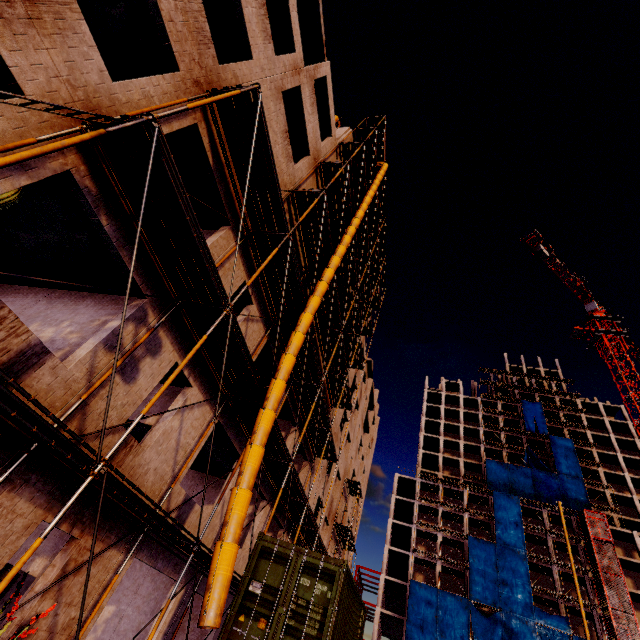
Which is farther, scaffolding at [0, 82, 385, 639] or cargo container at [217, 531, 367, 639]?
cargo container at [217, 531, 367, 639]

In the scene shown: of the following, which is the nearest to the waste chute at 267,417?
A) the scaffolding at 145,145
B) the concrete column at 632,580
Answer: the scaffolding at 145,145

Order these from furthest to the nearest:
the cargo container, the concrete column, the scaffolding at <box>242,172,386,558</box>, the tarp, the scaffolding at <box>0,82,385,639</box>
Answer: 1. the concrete column
2. the tarp
3. the scaffolding at <box>242,172,386,558</box>
4. the cargo container
5. the scaffolding at <box>0,82,385,639</box>

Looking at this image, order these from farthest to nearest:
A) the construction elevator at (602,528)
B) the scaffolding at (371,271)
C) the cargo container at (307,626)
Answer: the construction elevator at (602,528)
the scaffolding at (371,271)
the cargo container at (307,626)

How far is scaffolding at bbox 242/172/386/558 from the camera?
13.6 meters

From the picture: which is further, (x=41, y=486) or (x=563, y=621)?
(x=563, y=621)

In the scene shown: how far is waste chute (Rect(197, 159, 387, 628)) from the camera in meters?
5.6 m

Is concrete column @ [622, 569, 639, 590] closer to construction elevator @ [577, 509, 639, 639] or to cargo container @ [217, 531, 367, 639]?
construction elevator @ [577, 509, 639, 639]
